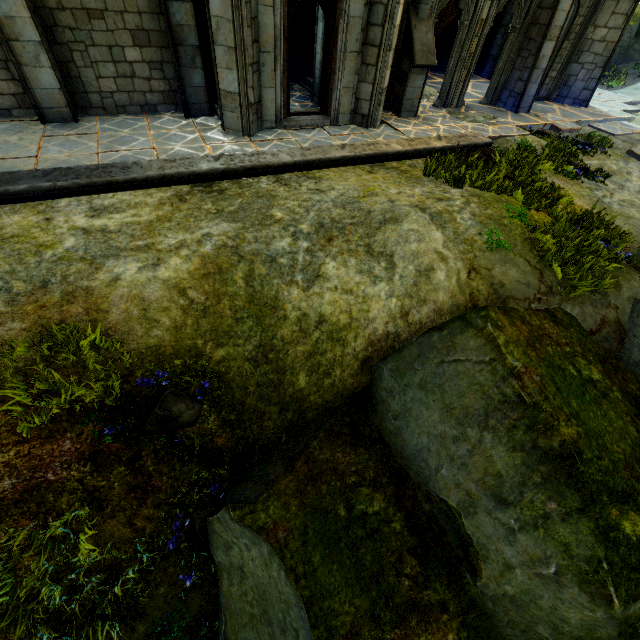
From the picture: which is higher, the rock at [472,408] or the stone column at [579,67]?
the stone column at [579,67]

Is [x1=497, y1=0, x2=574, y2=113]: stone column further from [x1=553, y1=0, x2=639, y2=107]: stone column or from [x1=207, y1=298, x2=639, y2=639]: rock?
[x1=207, y1=298, x2=639, y2=639]: rock

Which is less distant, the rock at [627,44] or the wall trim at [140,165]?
the wall trim at [140,165]

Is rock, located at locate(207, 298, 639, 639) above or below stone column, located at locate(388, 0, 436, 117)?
below

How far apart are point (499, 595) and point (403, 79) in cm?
1175

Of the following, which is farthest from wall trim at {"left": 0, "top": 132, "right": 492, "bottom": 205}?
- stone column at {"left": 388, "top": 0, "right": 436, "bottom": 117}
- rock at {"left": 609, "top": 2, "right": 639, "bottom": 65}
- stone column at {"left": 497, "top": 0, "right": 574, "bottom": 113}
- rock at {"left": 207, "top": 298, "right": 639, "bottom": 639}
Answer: rock at {"left": 609, "top": 2, "right": 639, "bottom": 65}

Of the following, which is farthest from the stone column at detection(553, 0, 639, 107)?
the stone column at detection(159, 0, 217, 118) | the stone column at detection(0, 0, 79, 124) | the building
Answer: the stone column at detection(0, 0, 79, 124)

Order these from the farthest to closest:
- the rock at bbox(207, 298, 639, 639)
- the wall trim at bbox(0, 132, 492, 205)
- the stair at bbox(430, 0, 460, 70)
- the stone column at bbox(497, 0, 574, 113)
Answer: the stair at bbox(430, 0, 460, 70) → the stone column at bbox(497, 0, 574, 113) → the wall trim at bbox(0, 132, 492, 205) → the rock at bbox(207, 298, 639, 639)
